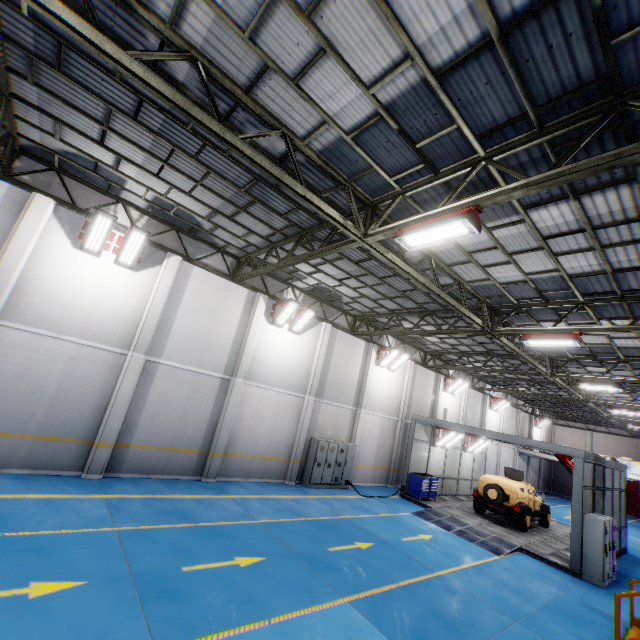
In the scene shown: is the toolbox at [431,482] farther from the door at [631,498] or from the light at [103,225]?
the door at [631,498]

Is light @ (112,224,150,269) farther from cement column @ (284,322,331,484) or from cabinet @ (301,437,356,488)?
cabinet @ (301,437,356,488)

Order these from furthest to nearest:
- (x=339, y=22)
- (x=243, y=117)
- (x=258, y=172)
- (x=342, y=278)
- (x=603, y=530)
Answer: (x=342, y=278) → (x=603, y=530) → (x=258, y=172) → (x=243, y=117) → (x=339, y=22)

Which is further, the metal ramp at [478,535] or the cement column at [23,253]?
the metal ramp at [478,535]

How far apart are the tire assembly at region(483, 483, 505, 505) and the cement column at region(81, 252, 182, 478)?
17.1 meters

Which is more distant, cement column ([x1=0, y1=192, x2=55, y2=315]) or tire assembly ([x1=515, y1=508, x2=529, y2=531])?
tire assembly ([x1=515, y1=508, x2=529, y2=531])

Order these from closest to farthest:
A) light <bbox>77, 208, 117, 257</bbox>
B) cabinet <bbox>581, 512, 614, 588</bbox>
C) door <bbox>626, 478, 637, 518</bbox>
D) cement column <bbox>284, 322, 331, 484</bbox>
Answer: light <bbox>77, 208, 117, 257</bbox> < cabinet <bbox>581, 512, 614, 588</bbox> < cement column <bbox>284, 322, 331, 484</bbox> < door <bbox>626, 478, 637, 518</bbox>

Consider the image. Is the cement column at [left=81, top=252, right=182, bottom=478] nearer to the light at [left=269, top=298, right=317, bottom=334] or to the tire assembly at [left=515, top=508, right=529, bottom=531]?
the light at [left=269, top=298, right=317, bottom=334]
